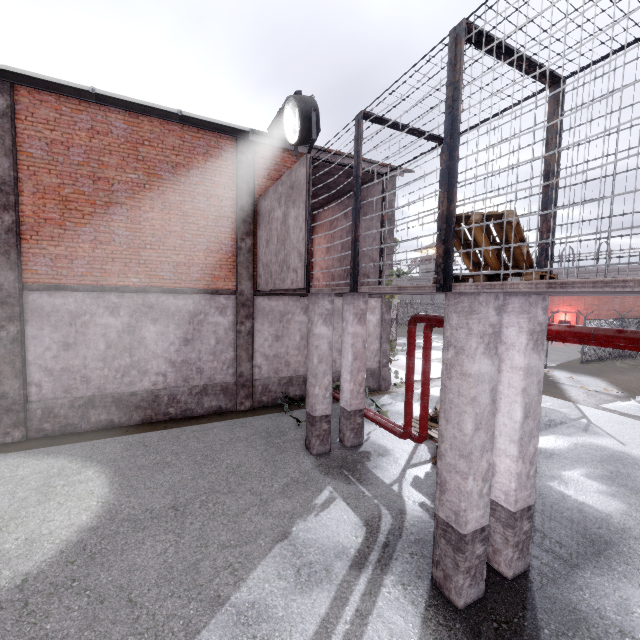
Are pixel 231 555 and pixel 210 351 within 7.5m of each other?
yes

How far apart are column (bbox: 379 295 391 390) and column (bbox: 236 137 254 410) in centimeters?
531cm

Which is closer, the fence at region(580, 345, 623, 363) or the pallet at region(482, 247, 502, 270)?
the pallet at region(482, 247, 502, 270)

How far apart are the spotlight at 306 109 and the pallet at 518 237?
4.5m

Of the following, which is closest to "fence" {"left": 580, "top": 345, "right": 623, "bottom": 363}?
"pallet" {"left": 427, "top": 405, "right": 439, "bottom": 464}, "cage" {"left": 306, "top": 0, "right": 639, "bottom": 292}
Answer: "cage" {"left": 306, "top": 0, "right": 639, "bottom": 292}

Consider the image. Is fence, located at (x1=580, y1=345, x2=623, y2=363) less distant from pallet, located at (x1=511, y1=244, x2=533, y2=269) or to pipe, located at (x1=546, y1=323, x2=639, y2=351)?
pipe, located at (x1=546, y1=323, x2=639, y2=351)

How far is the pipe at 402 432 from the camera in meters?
7.0 m

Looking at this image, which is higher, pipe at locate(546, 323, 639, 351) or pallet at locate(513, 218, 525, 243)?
pallet at locate(513, 218, 525, 243)
